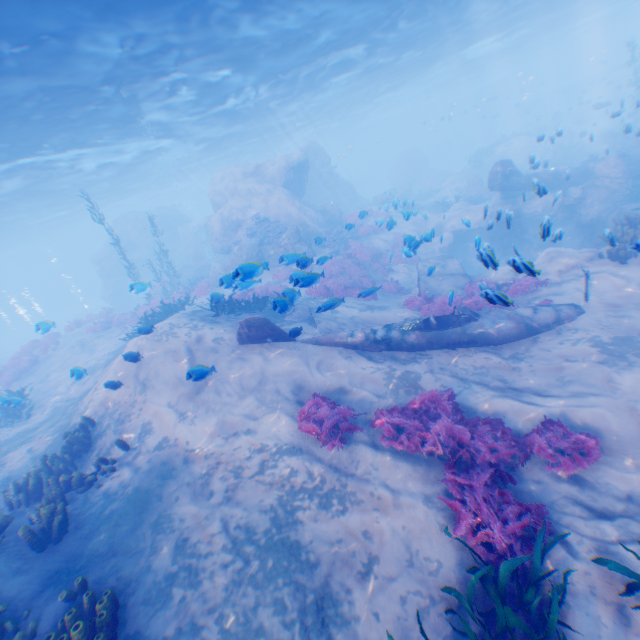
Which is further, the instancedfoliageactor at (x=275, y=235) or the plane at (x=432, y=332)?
the instancedfoliageactor at (x=275, y=235)

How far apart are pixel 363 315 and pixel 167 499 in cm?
856

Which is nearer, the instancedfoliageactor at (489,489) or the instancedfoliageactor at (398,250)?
the instancedfoliageactor at (489,489)

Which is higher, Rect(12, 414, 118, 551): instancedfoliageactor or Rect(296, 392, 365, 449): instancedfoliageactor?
Rect(12, 414, 118, 551): instancedfoliageactor

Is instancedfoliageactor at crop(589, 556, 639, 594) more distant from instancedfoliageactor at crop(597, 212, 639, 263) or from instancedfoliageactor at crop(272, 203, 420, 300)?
instancedfoliageactor at crop(272, 203, 420, 300)

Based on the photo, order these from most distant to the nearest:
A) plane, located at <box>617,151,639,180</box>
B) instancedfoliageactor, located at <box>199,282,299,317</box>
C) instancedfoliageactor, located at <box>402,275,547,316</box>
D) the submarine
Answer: the submarine
plane, located at <box>617,151,639,180</box>
instancedfoliageactor, located at <box>199,282,299,317</box>
instancedfoliageactor, located at <box>402,275,547,316</box>

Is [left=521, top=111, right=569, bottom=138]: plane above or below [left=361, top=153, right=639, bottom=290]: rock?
above

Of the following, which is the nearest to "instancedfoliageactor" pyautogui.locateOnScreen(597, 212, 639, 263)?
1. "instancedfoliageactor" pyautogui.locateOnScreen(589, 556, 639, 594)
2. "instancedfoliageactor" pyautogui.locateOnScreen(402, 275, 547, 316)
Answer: "instancedfoliageactor" pyautogui.locateOnScreen(402, 275, 547, 316)
